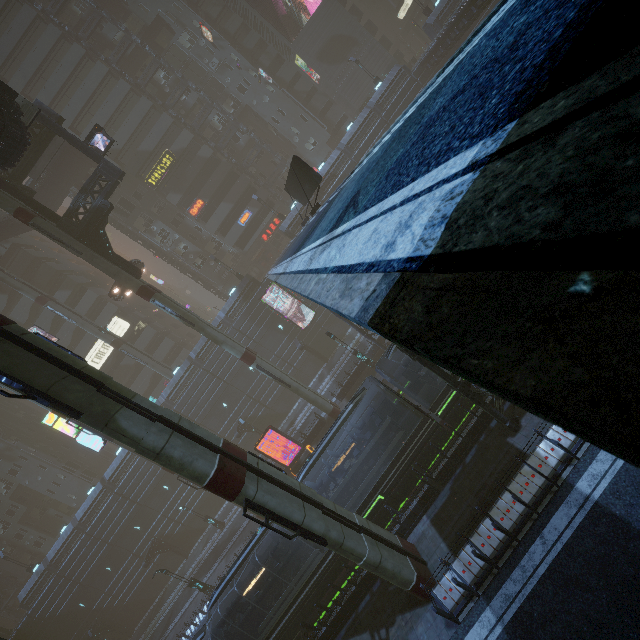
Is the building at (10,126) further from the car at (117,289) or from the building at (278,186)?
the building at (278,186)

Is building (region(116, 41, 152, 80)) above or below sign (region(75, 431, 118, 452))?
above

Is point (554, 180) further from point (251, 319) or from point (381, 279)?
point (251, 319)

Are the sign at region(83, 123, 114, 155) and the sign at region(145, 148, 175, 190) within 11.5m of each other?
no

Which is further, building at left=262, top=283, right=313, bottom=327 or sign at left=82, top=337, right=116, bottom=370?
sign at left=82, top=337, right=116, bottom=370

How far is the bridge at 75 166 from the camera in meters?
36.2 m

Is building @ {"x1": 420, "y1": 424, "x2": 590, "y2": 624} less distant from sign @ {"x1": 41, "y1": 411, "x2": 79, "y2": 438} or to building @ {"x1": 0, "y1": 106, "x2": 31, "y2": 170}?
sign @ {"x1": 41, "y1": 411, "x2": 79, "y2": 438}

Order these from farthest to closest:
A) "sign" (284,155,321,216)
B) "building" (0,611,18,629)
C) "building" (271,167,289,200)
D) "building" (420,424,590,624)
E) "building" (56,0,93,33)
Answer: "building" (0,611,18,629) < "building" (271,167,289,200) < "building" (56,0,93,33) < "sign" (284,155,321,216) < "building" (420,424,590,624)
